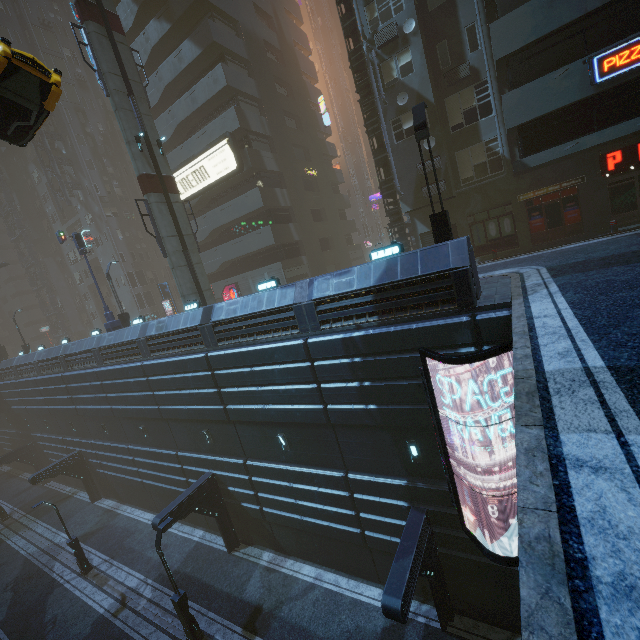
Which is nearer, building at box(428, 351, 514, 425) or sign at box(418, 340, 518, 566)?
sign at box(418, 340, 518, 566)

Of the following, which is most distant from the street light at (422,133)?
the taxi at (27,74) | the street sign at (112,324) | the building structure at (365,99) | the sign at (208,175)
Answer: the street sign at (112,324)

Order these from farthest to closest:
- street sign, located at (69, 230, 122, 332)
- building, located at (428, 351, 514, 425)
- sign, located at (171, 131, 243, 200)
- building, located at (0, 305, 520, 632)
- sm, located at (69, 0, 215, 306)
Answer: sign, located at (171, 131, 243, 200), street sign, located at (69, 230, 122, 332), sm, located at (69, 0, 215, 306), building, located at (0, 305, 520, 632), building, located at (428, 351, 514, 425)

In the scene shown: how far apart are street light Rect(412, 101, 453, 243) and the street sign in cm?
2129

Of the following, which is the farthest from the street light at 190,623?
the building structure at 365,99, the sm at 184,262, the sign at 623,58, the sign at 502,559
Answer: the sign at 623,58

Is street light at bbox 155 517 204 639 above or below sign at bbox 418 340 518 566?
below

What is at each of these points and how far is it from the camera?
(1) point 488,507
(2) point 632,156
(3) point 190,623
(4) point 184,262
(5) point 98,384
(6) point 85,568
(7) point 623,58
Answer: (1) building, 10.6m
(2) sign, 15.3m
(3) street light, 14.1m
(4) sm, 19.6m
(5) building, 22.5m
(6) street light, 20.3m
(7) sign, 12.6m

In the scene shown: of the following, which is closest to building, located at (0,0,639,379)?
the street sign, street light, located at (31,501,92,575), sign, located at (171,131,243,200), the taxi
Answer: sign, located at (171,131,243,200)
